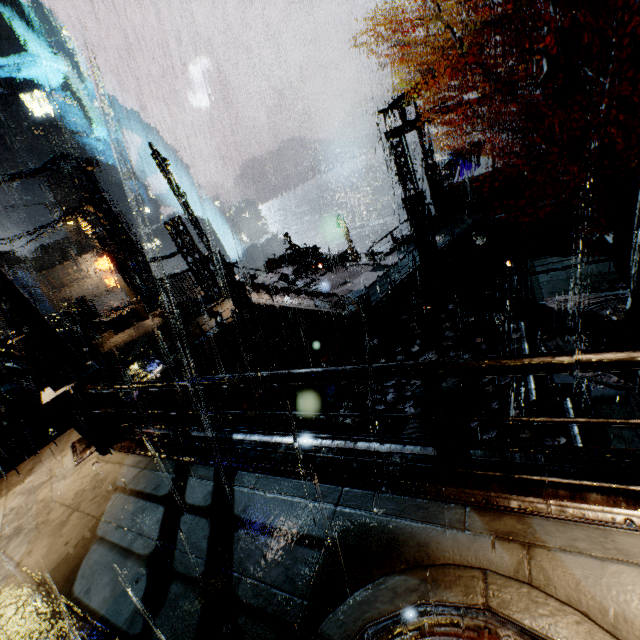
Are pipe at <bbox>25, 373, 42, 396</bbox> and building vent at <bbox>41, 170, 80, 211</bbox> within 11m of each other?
no

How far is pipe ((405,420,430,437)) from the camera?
8.9m

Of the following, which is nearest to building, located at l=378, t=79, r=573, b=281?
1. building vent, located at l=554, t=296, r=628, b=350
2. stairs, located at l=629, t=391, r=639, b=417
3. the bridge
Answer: the bridge

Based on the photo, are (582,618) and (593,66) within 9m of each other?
no

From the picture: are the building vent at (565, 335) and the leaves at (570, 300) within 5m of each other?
yes

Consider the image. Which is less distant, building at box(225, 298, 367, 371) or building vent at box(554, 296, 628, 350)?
building vent at box(554, 296, 628, 350)

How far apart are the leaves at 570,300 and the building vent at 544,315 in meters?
0.0

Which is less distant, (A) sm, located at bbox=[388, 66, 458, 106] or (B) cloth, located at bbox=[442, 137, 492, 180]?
(A) sm, located at bbox=[388, 66, 458, 106]
